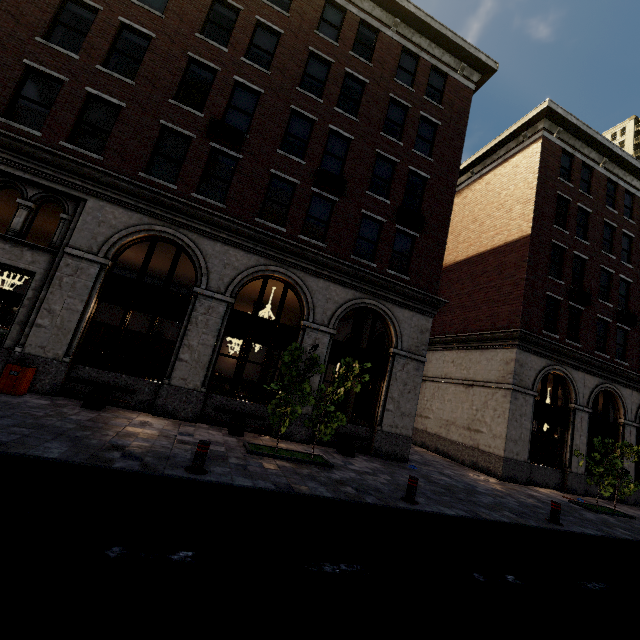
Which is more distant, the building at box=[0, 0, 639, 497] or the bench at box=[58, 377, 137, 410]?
the building at box=[0, 0, 639, 497]

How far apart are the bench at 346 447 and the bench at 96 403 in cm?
632

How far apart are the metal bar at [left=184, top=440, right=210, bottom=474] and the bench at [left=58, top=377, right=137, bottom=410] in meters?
4.4 m

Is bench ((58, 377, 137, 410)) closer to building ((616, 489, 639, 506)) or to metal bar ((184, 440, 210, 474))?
metal bar ((184, 440, 210, 474))

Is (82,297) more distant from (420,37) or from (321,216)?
(420,37)

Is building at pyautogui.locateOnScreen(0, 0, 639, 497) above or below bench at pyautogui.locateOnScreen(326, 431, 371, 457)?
above

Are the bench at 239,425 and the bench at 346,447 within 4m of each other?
yes

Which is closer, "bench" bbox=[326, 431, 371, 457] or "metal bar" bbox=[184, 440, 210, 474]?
"metal bar" bbox=[184, 440, 210, 474]
